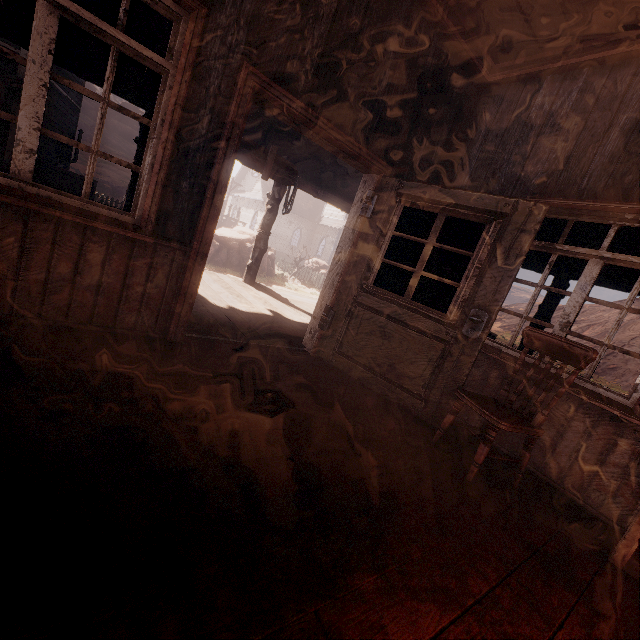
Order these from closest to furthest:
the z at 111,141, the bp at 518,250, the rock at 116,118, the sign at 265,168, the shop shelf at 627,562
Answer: the shop shelf at 627,562 < the bp at 518,250 < the sign at 265,168 < the z at 111,141 < the rock at 116,118

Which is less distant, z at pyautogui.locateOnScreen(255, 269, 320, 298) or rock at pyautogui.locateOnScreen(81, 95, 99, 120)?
z at pyautogui.locateOnScreen(255, 269, 320, 298)

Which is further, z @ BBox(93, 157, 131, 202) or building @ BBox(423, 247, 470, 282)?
z @ BBox(93, 157, 131, 202)

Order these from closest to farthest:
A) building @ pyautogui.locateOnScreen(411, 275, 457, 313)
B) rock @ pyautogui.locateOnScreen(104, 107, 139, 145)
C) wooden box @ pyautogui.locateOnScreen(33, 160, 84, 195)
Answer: building @ pyautogui.locateOnScreen(411, 275, 457, 313) < wooden box @ pyautogui.locateOnScreen(33, 160, 84, 195) < rock @ pyautogui.locateOnScreen(104, 107, 139, 145)

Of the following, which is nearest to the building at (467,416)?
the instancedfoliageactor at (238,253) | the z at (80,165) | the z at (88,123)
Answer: the z at (80,165)

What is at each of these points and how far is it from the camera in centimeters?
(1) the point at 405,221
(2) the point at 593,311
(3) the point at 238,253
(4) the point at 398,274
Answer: (1) building, 404cm
(2) z, 5044cm
(3) instancedfoliageactor, 1484cm
(4) building, 433cm

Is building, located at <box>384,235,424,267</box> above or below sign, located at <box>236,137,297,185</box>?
below

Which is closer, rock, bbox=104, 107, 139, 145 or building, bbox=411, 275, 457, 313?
building, bbox=411, 275, 457, 313
